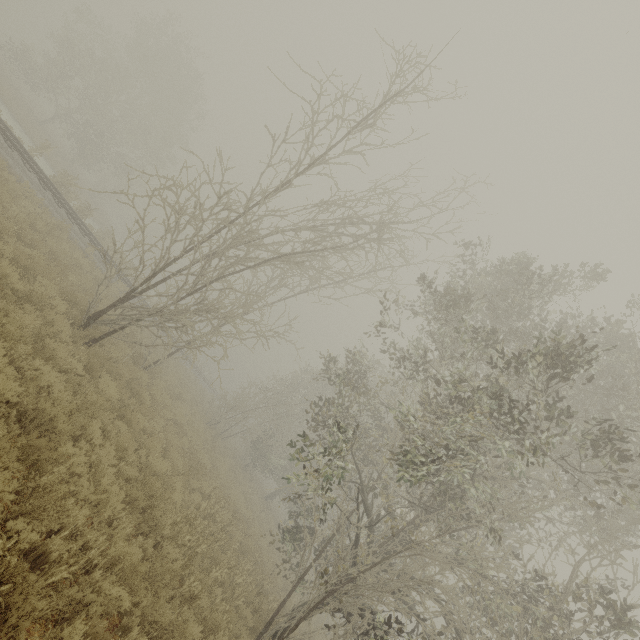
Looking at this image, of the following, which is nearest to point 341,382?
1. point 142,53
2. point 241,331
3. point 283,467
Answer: point 241,331

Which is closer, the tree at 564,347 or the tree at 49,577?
the tree at 49,577

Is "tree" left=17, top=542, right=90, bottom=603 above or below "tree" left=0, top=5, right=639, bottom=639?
below

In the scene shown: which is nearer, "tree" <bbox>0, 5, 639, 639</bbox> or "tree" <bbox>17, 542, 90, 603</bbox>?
"tree" <bbox>17, 542, 90, 603</bbox>

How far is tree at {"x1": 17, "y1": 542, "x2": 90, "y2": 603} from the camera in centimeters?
354cm

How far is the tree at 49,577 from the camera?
3.5 meters
